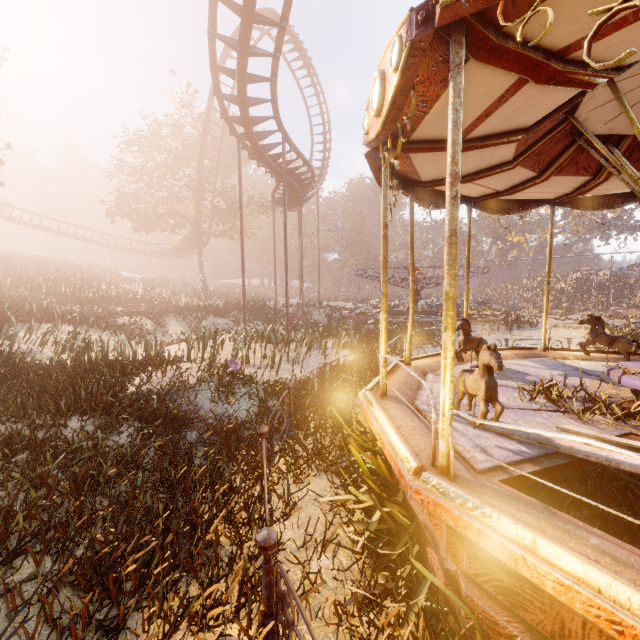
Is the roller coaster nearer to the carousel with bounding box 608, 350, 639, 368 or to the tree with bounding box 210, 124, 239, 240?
the tree with bounding box 210, 124, 239, 240

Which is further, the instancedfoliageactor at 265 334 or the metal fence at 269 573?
the instancedfoliageactor at 265 334

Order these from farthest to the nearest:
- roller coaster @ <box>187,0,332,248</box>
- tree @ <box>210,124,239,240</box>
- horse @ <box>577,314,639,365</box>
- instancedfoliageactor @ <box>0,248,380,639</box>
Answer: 1. tree @ <box>210,124,239,240</box>
2. roller coaster @ <box>187,0,332,248</box>
3. horse @ <box>577,314,639,365</box>
4. instancedfoliageactor @ <box>0,248,380,639</box>

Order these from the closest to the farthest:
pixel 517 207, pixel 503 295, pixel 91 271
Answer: pixel 517 207
pixel 91 271
pixel 503 295

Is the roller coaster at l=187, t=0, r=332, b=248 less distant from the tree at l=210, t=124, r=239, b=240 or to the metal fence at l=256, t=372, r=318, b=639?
the tree at l=210, t=124, r=239, b=240

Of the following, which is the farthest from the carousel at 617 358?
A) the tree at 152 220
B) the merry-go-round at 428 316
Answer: the tree at 152 220

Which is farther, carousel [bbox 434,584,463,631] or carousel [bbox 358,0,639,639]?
carousel [bbox 434,584,463,631]

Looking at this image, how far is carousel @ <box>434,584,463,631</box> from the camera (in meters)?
2.83
